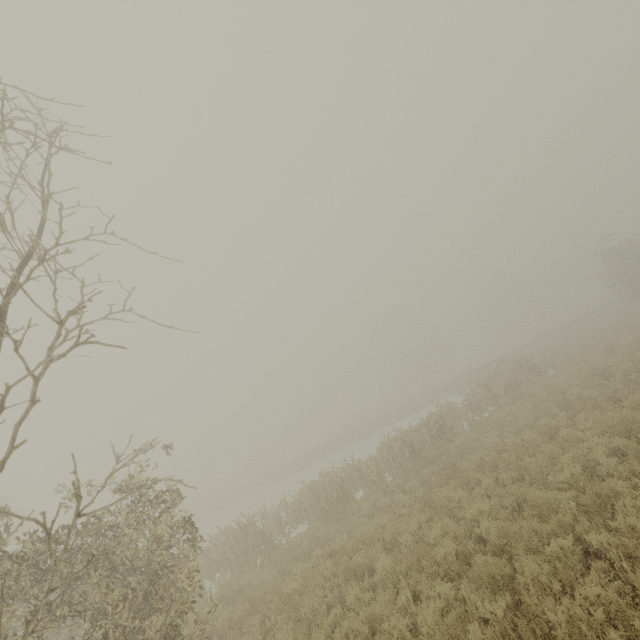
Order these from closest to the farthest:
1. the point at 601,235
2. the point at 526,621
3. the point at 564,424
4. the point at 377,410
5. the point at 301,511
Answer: the point at 526,621
the point at 564,424
the point at 301,511
the point at 601,235
the point at 377,410
